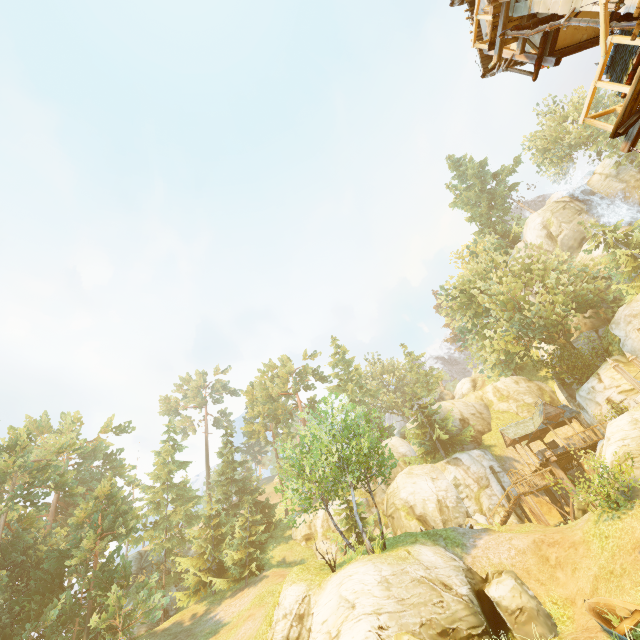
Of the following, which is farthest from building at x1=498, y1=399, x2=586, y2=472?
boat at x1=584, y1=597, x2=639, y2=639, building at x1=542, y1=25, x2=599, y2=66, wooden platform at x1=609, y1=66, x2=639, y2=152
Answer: wooden platform at x1=609, y1=66, x2=639, y2=152

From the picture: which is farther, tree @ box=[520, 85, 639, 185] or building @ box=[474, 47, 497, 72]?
tree @ box=[520, 85, 639, 185]

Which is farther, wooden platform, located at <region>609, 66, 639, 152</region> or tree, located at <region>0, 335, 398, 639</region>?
tree, located at <region>0, 335, 398, 639</region>

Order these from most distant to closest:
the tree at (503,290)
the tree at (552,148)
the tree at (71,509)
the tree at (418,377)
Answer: the tree at (552,148)
the tree at (418,377)
the tree at (503,290)
the tree at (71,509)

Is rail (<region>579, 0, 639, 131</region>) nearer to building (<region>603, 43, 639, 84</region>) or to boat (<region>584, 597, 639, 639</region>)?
building (<region>603, 43, 639, 84</region>)

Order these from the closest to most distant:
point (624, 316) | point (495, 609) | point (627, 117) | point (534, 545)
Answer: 1. point (627, 117)
2. point (495, 609)
3. point (534, 545)
4. point (624, 316)

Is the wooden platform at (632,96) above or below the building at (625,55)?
below

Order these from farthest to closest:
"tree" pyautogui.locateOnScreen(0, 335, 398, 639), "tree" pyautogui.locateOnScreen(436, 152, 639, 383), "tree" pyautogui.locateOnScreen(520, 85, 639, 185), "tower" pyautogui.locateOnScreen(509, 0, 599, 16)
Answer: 1. "tree" pyautogui.locateOnScreen(520, 85, 639, 185)
2. "tree" pyautogui.locateOnScreen(436, 152, 639, 383)
3. "tree" pyautogui.locateOnScreen(0, 335, 398, 639)
4. "tower" pyautogui.locateOnScreen(509, 0, 599, 16)
